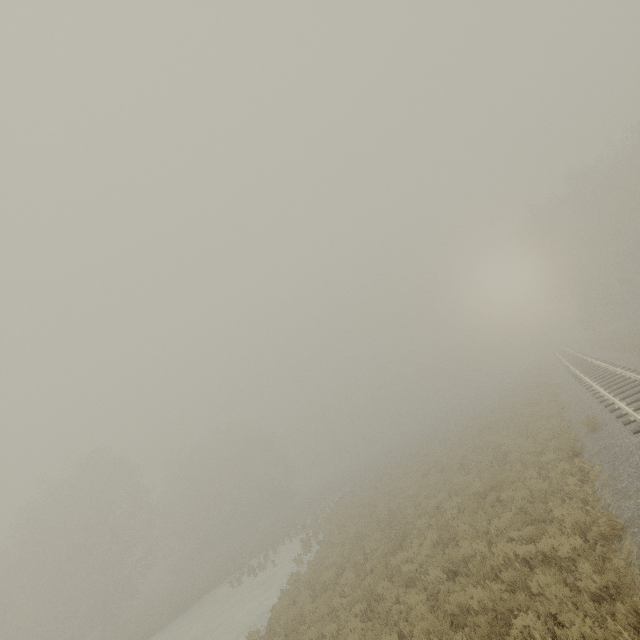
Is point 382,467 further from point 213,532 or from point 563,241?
point 563,241
